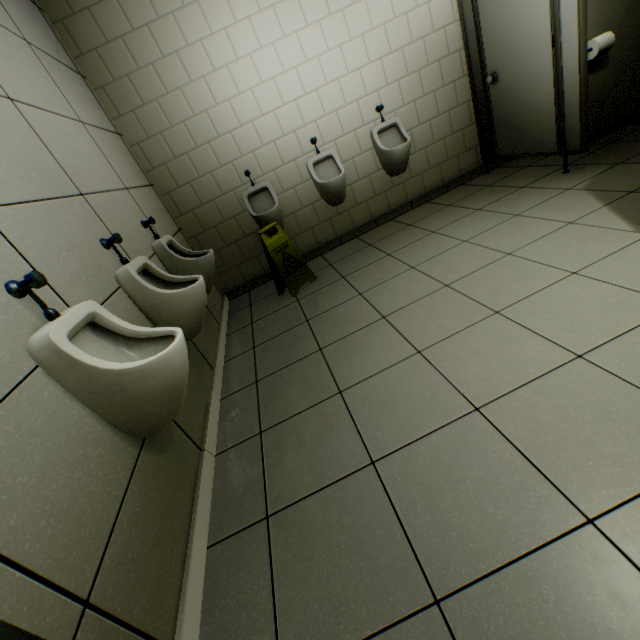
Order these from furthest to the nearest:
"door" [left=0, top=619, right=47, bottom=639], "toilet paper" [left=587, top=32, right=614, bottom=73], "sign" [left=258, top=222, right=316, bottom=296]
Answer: "sign" [left=258, top=222, right=316, bottom=296]
"toilet paper" [left=587, top=32, right=614, bottom=73]
"door" [left=0, top=619, right=47, bottom=639]

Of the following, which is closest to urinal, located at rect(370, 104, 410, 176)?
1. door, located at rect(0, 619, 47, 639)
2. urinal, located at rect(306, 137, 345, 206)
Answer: urinal, located at rect(306, 137, 345, 206)

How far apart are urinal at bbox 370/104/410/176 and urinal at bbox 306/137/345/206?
0.5 meters

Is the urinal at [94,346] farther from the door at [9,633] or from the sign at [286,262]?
the sign at [286,262]

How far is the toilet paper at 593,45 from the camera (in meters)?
2.51

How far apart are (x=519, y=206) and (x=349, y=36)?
2.4 meters

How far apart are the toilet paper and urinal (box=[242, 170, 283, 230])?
2.9 meters

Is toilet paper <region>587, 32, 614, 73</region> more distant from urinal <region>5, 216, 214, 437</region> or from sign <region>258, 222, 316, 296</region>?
urinal <region>5, 216, 214, 437</region>
